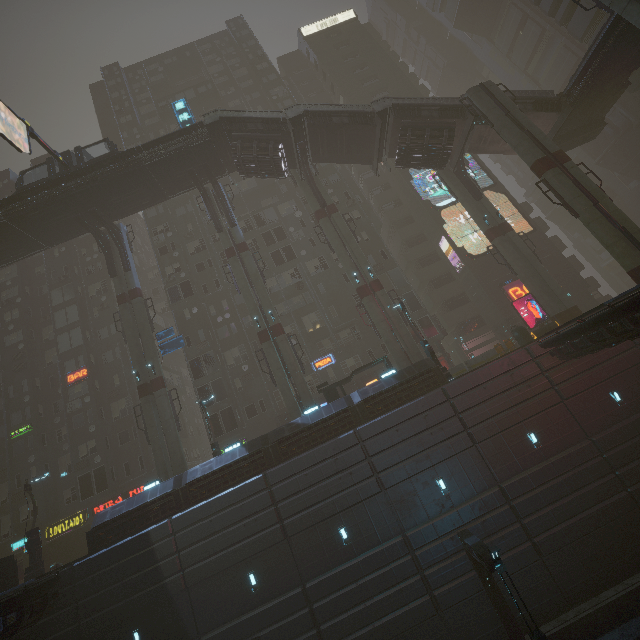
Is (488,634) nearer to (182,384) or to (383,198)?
(182,384)

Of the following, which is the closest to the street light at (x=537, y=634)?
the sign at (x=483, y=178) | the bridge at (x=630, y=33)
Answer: the sign at (x=483, y=178)

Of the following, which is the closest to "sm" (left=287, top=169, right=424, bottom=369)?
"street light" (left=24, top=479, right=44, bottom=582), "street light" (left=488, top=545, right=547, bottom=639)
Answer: "street light" (left=488, top=545, right=547, bottom=639)

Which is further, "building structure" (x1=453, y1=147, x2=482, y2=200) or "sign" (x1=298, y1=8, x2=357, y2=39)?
"sign" (x1=298, y1=8, x2=357, y2=39)

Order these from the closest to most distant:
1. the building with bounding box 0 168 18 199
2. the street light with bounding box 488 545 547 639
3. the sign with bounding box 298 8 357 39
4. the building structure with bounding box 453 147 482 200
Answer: the street light with bounding box 488 545 547 639
the building structure with bounding box 453 147 482 200
the building with bounding box 0 168 18 199
the sign with bounding box 298 8 357 39

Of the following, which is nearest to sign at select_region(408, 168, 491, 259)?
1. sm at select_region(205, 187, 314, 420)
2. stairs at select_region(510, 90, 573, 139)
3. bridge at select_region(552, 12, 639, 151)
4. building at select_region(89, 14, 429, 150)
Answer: building at select_region(89, 14, 429, 150)

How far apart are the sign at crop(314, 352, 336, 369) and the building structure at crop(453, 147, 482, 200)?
19.47m

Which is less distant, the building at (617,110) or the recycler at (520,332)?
the recycler at (520,332)
